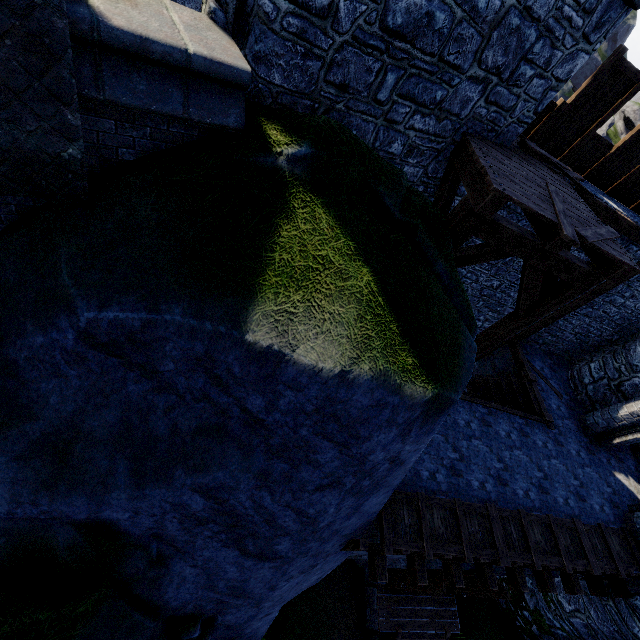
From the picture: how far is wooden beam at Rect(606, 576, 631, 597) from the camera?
8.91m

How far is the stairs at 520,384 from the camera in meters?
10.5

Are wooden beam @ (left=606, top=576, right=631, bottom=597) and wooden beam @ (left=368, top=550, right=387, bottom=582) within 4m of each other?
no

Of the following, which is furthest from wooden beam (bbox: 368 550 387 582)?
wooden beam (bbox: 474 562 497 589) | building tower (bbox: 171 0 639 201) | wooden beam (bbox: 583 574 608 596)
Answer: wooden beam (bbox: 583 574 608 596)

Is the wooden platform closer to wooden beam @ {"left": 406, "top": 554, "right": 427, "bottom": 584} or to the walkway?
wooden beam @ {"left": 406, "top": 554, "right": 427, "bottom": 584}

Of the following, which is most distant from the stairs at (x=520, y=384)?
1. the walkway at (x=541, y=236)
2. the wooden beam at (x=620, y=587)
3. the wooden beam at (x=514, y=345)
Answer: the wooden beam at (x=620, y=587)

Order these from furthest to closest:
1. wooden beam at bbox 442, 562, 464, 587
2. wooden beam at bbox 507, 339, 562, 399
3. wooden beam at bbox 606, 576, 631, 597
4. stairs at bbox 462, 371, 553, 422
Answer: wooden beam at bbox 507, 339, 562, 399, stairs at bbox 462, 371, 553, 422, wooden beam at bbox 606, 576, 631, 597, wooden beam at bbox 442, 562, 464, 587

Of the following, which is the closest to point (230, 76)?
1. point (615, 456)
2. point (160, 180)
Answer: A: point (160, 180)
